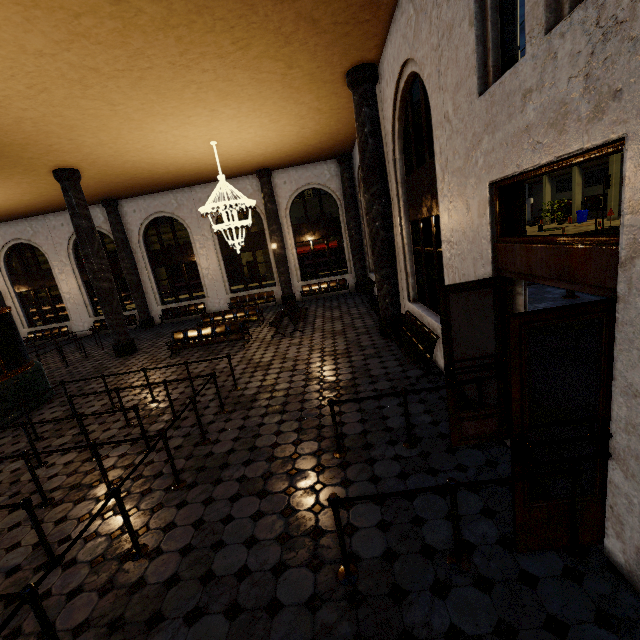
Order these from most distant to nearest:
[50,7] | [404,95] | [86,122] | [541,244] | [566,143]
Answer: [86,122]
[404,95]
[50,7]
[541,244]
[566,143]
